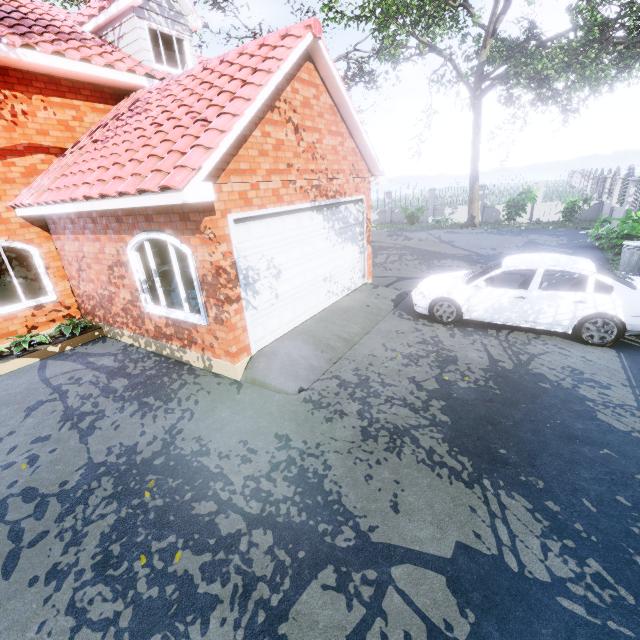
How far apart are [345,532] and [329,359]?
3.40m

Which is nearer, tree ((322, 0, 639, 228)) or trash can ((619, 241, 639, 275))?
trash can ((619, 241, 639, 275))

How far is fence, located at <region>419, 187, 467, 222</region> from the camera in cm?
2278

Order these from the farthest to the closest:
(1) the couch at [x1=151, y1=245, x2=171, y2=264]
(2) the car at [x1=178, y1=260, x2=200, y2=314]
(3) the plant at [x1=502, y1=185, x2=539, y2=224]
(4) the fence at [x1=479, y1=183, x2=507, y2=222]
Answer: (4) the fence at [x1=479, y1=183, x2=507, y2=222]
(3) the plant at [x1=502, y1=185, x2=539, y2=224]
(1) the couch at [x1=151, y1=245, x2=171, y2=264]
(2) the car at [x1=178, y1=260, x2=200, y2=314]

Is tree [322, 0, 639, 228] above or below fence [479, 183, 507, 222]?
above

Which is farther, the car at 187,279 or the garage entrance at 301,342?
the car at 187,279

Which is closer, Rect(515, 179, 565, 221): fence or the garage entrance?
the garage entrance

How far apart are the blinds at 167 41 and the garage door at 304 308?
7.4 meters
